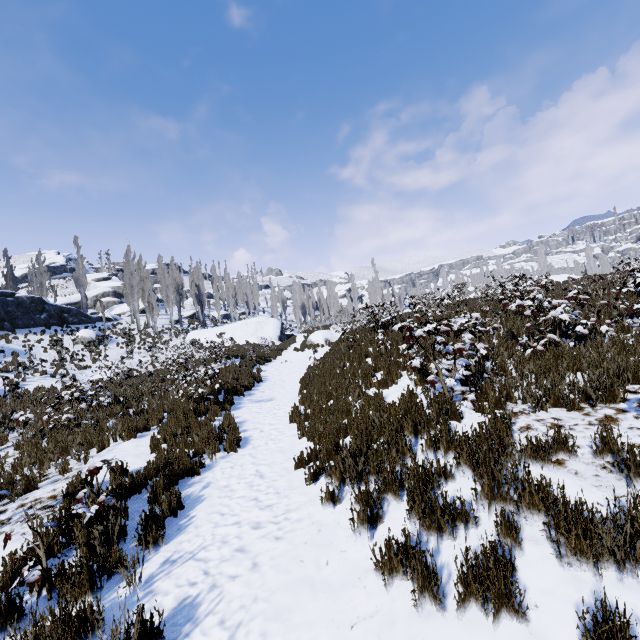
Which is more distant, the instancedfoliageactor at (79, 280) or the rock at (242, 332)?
the instancedfoliageactor at (79, 280)

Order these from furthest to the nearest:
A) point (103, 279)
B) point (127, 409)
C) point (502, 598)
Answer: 1. point (103, 279)
2. point (127, 409)
3. point (502, 598)

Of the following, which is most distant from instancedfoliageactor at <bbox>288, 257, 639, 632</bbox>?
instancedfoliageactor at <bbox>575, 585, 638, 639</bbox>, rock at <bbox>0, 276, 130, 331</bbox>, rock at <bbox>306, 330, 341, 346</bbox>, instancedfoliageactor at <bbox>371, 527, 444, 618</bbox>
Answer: rock at <bbox>306, 330, 341, 346</bbox>

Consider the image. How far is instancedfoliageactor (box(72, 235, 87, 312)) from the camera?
39.81m

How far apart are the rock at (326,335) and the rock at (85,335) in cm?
1840

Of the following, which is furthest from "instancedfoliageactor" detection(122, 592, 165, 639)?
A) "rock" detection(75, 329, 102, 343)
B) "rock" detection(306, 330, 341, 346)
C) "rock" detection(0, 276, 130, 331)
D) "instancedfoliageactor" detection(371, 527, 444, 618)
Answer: "rock" detection(306, 330, 341, 346)
